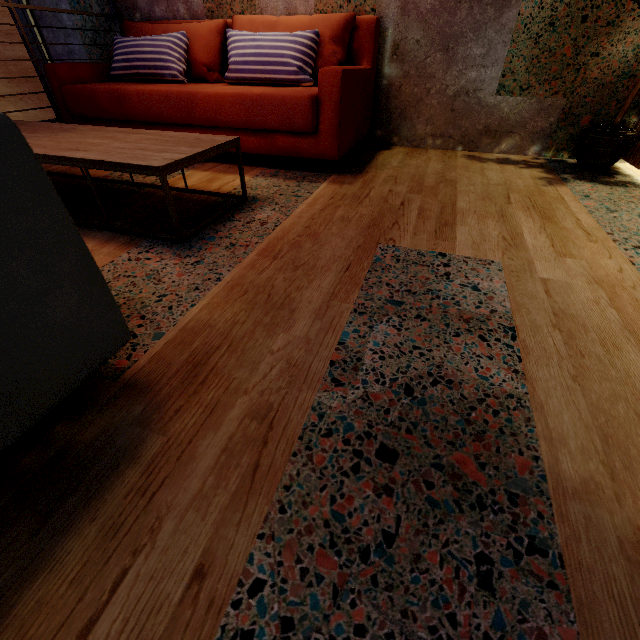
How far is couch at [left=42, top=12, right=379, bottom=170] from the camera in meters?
2.0

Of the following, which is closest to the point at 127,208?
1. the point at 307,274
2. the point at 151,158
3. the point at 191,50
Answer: the point at 151,158

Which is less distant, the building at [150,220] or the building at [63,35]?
the building at [150,220]

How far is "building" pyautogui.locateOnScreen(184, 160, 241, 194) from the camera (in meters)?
2.00

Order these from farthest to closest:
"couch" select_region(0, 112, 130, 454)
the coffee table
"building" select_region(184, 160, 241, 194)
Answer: "building" select_region(184, 160, 241, 194)
the coffee table
"couch" select_region(0, 112, 130, 454)

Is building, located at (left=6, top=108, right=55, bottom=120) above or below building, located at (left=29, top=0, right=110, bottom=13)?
below

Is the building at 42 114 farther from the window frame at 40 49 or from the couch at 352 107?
the couch at 352 107

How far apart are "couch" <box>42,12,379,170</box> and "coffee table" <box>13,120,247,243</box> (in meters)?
0.53
